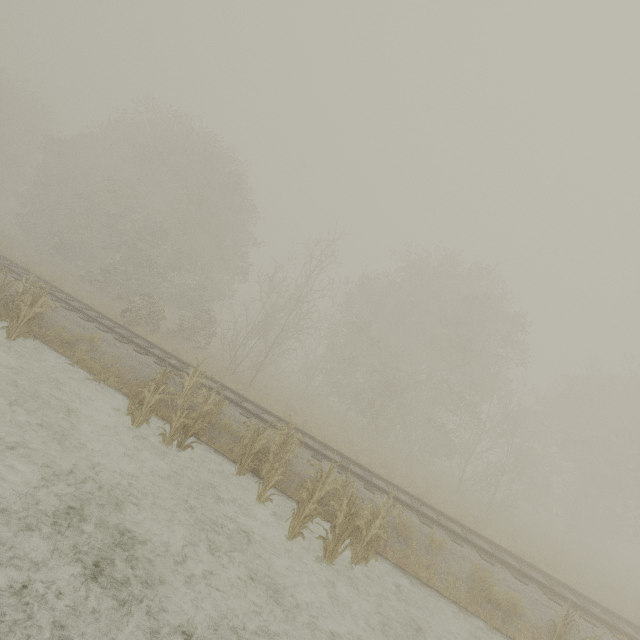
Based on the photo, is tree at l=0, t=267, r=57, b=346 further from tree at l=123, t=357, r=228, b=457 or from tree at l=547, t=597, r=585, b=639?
tree at l=547, t=597, r=585, b=639

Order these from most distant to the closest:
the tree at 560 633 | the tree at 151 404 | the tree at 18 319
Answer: the tree at 18 319
the tree at 151 404
the tree at 560 633

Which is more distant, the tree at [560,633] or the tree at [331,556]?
the tree at [560,633]

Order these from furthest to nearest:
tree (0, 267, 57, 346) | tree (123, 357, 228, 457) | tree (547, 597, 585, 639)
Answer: tree (0, 267, 57, 346)
tree (123, 357, 228, 457)
tree (547, 597, 585, 639)

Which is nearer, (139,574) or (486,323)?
(139,574)

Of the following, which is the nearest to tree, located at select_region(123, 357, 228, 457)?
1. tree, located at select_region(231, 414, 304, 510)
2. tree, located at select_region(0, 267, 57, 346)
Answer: tree, located at select_region(231, 414, 304, 510)

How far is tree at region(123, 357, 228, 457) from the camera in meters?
8.2 m
